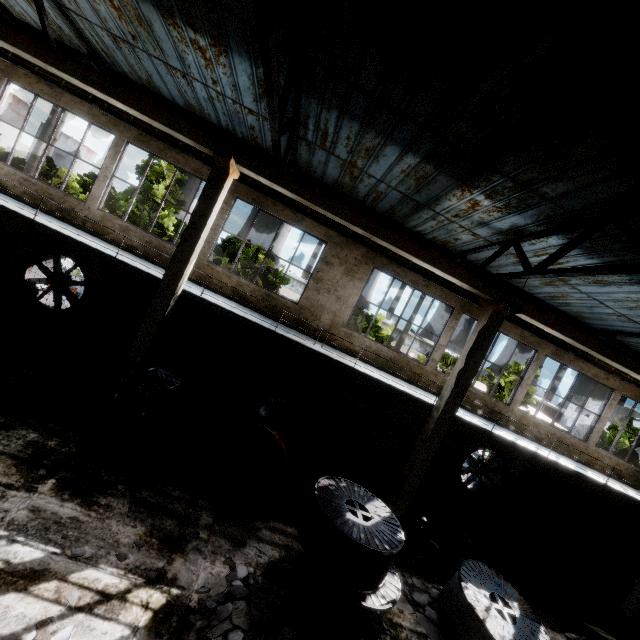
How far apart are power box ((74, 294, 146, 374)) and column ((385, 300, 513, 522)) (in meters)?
10.13

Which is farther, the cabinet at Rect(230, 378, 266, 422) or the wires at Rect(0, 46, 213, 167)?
the cabinet at Rect(230, 378, 266, 422)

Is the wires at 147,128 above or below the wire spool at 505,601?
above

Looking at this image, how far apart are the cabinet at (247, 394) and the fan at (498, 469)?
8.6m

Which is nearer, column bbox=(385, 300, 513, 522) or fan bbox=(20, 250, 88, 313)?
column bbox=(385, 300, 513, 522)

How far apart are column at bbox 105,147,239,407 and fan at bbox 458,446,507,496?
12.4m

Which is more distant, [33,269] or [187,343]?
[187,343]

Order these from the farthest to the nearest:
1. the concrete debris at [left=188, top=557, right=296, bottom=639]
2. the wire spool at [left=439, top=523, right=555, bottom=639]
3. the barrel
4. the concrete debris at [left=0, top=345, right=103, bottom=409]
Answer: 1. the barrel
2. the concrete debris at [left=0, top=345, right=103, bottom=409]
3. the wire spool at [left=439, top=523, right=555, bottom=639]
4. the concrete debris at [left=188, top=557, right=296, bottom=639]
